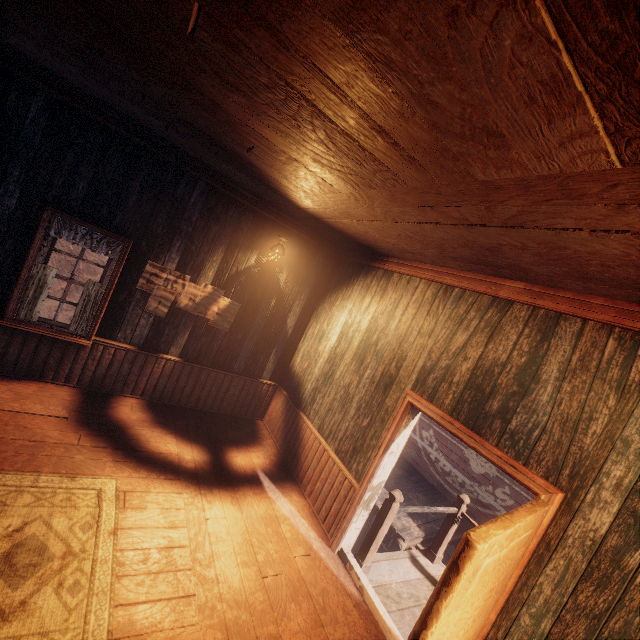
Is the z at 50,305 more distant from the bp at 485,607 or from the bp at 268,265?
the bp at 268,265

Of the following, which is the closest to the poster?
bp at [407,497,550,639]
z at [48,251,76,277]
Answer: bp at [407,497,550,639]

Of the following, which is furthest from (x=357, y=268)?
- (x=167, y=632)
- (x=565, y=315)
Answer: (x=167, y=632)

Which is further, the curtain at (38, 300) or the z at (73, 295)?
the z at (73, 295)

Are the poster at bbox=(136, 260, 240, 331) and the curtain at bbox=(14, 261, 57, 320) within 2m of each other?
yes

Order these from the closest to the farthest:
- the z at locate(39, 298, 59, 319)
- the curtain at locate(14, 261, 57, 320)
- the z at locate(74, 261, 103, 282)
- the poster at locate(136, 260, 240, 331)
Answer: the curtain at locate(14, 261, 57, 320), the poster at locate(136, 260, 240, 331), the z at locate(39, 298, 59, 319), the z at locate(74, 261, 103, 282)

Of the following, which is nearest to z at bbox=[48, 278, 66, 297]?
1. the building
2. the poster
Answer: the building

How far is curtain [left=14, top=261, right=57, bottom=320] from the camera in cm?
436
